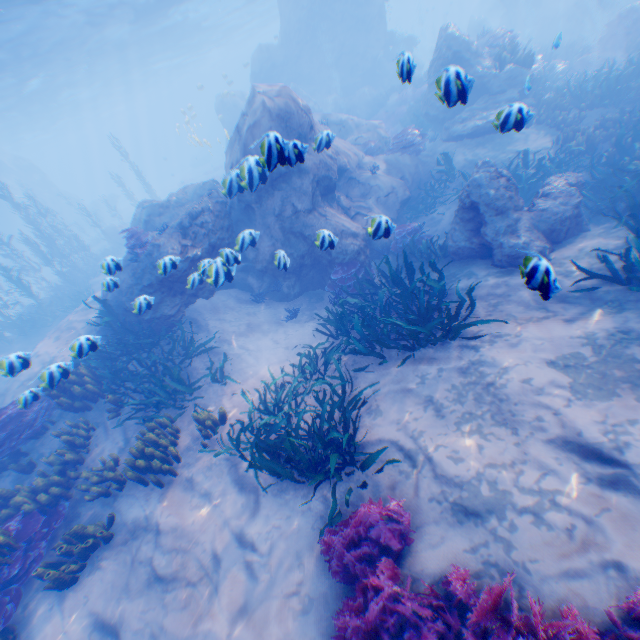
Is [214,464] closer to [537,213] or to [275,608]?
[275,608]

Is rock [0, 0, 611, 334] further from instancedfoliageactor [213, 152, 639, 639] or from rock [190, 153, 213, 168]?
rock [190, 153, 213, 168]

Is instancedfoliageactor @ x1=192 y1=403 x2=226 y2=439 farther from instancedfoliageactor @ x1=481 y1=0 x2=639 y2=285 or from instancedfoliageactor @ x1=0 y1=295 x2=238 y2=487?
instancedfoliageactor @ x1=481 y1=0 x2=639 y2=285

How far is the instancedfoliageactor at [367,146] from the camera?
14.3 meters

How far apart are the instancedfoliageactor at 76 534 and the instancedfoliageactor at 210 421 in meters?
2.3

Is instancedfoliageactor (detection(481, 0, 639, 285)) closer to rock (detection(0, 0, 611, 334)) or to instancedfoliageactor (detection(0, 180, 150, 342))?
rock (detection(0, 0, 611, 334))

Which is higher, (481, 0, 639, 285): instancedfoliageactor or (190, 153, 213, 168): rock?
(190, 153, 213, 168): rock

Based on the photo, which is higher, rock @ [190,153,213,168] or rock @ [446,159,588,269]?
rock @ [190,153,213,168]
